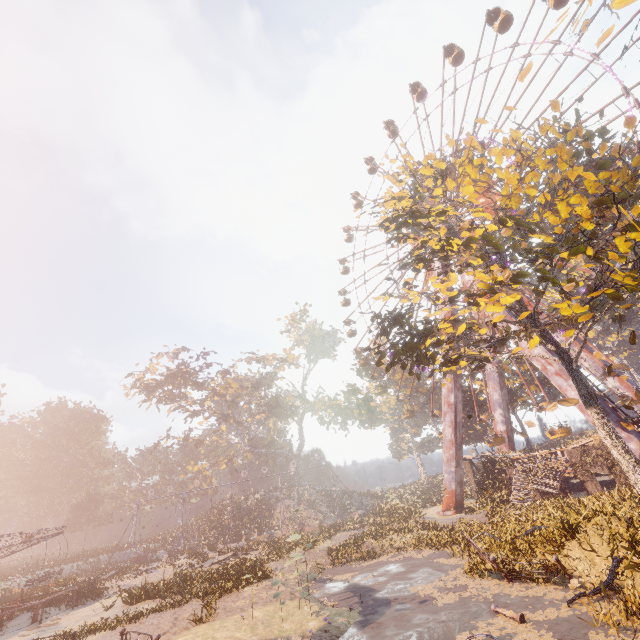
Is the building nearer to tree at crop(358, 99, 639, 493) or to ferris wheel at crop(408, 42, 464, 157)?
tree at crop(358, 99, 639, 493)

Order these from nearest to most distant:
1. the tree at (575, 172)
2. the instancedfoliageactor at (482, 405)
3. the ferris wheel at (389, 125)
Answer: the tree at (575, 172), the instancedfoliageactor at (482, 405), the ferris wheel at (389, 125)

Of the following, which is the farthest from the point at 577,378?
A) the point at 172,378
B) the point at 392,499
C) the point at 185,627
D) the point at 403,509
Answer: the point at 172,378

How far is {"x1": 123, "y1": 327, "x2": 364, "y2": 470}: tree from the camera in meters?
45.2 m

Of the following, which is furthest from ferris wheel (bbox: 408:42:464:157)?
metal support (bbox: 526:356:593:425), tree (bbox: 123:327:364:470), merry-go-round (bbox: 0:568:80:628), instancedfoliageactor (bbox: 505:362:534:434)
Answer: merry-go-round (bbox: 0:568:80:628)

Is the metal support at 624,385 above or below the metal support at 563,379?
above

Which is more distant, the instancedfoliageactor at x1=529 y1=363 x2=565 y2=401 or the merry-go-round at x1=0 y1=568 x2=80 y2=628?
the instancedfoliageactor at x1=529 y1=363 x2=565 y2=401

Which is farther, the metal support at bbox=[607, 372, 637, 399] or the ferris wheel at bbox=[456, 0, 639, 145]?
the metal support at bbox=[607, 372, 637, 399]
